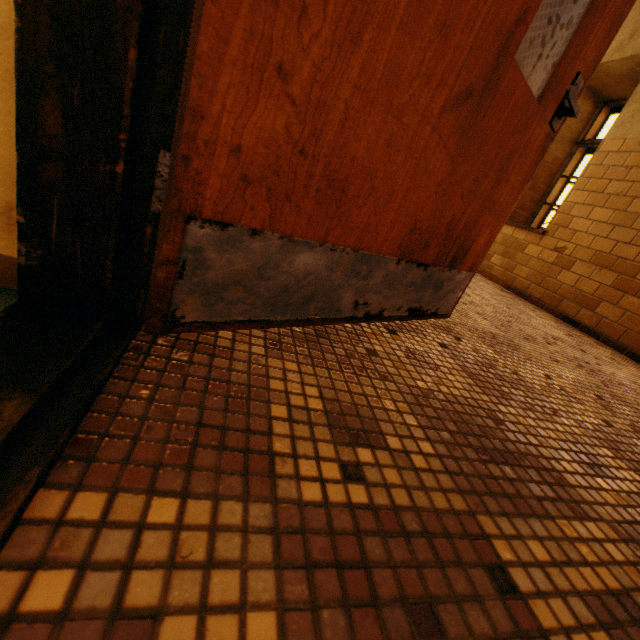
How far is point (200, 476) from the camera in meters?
0.5 m
